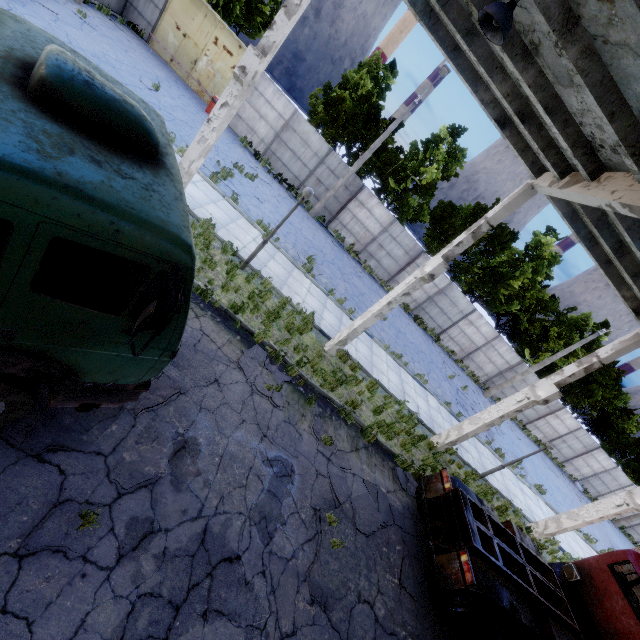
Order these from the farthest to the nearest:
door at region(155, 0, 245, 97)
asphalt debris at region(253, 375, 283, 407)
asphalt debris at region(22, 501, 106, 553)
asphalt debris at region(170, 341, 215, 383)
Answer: door at region(155, 0, 245, 97)
asphalt debris at region(253, 375, 283, 407)
asphalt debris at region(170, 341, 215, 383)
asphalt debris at region(22, 501, 106, 553)

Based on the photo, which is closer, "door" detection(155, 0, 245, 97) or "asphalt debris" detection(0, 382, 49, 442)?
"asphalt debris" detection(0, 382, 49, 442)

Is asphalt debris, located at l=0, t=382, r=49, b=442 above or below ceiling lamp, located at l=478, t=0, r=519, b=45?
below

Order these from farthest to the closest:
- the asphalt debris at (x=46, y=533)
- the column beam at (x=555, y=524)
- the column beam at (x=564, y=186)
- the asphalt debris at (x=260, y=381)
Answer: the column beam at (x=555, y=524), the asphalt debris at (x=260, y=381), the column beam at (x=564, y=186), the asphalt debris at (x=46, y=533)

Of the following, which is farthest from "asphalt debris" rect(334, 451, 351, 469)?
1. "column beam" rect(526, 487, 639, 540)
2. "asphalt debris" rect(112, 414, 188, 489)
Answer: "column beam" rect(526, 487, 639, 540)

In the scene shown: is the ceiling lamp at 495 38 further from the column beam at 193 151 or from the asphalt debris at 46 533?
the asphalt debris at 46 533

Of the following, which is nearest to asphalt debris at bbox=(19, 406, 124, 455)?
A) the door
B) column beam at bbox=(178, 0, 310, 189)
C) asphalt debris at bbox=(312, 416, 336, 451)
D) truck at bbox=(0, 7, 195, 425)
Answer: truck at bbox=(0, 7, 195, 425)

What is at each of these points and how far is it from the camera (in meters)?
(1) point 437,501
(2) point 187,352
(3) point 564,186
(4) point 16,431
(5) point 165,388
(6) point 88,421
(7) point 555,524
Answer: (1) truck, 8.56
(2) asphalt debris, 6.84
(3) column beam, 6.85
(4) asphalt debris, 4.06
(5) asphalt debris, 5.95
(6) asphalt debris, 4.77
(7) column beam, 13.93
